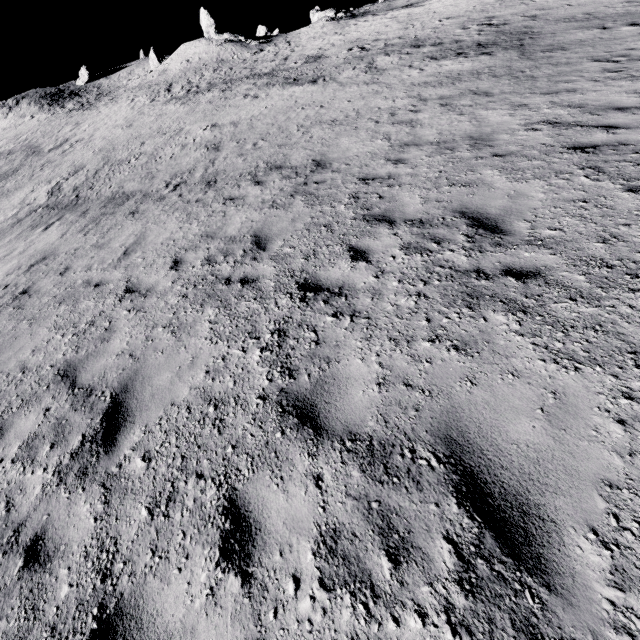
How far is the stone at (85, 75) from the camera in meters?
55.0 m

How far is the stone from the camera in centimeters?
5504cm

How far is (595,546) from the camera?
2.0m
